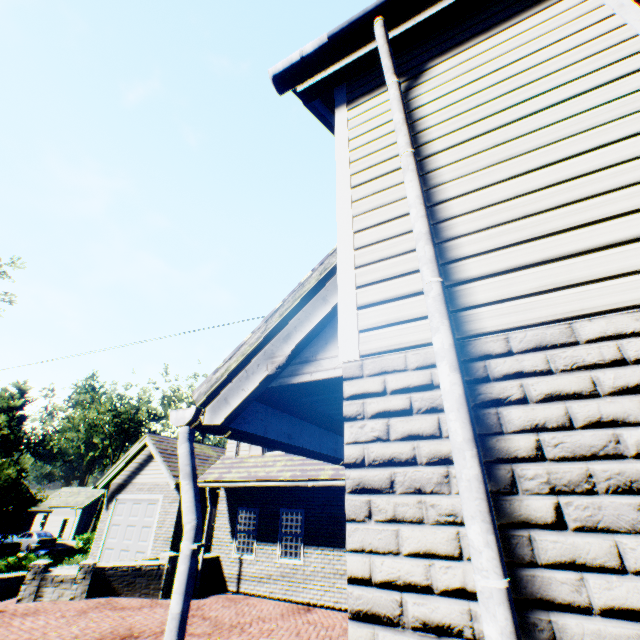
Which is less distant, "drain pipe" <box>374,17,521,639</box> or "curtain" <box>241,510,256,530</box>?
"drain pipe" <box>374,17,521,639</box>

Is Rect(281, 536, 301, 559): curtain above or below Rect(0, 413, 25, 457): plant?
below

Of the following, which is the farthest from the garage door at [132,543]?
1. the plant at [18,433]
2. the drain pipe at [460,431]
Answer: the plant at [18,433]

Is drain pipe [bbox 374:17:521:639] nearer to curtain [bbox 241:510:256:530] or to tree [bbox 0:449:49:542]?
tree [bbox 0:449:49:542]

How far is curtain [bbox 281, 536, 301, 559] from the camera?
11.3 meters

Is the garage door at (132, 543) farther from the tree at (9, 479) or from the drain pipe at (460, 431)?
the drain pipe at (460, 431)

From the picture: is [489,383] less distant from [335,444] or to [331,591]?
[335,444]
